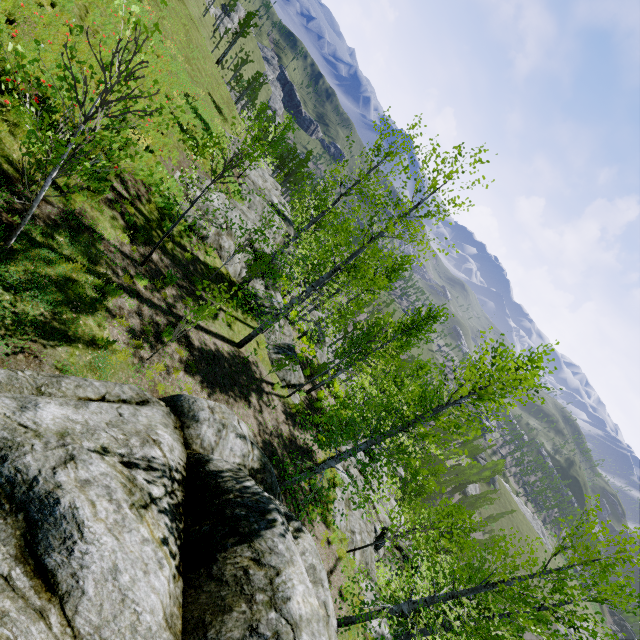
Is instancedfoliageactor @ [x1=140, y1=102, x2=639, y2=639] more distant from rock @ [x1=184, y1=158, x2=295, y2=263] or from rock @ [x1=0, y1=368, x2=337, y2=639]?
rock @ [x1=0, y1=368, x2=337, y2=639]

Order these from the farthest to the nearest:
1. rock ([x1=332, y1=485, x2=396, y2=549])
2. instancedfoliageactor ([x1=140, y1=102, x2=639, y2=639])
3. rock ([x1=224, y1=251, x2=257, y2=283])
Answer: rock ([x1=224, y1=251, x2=257, y2=283]), rock ([x1=332, y1=485, x2=396, y2=549]), instancedfoliageactor ([x1=140, y1=102, x2=639, y2=639])

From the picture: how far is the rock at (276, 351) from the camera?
16.9 meters

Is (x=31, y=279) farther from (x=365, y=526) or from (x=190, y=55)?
(x=190, y=55)

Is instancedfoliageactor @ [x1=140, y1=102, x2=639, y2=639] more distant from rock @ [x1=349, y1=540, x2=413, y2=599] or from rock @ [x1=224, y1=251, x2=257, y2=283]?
rock @ [x1=224, y1=251, x2=257, y2=283]

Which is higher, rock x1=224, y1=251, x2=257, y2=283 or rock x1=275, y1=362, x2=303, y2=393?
rock x1=224, y1=251, x2=257, y2=283

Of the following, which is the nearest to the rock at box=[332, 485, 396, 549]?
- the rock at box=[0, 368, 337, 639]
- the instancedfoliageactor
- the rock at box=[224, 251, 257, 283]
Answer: the instancedfoliageactor

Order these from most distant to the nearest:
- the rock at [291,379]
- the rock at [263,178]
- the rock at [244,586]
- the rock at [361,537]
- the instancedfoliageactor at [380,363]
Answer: the rock at [291,379], the rock at [263,178], the rock at [361,537], the instancedfoliageactor at [380,363], the rock at [244,586]
